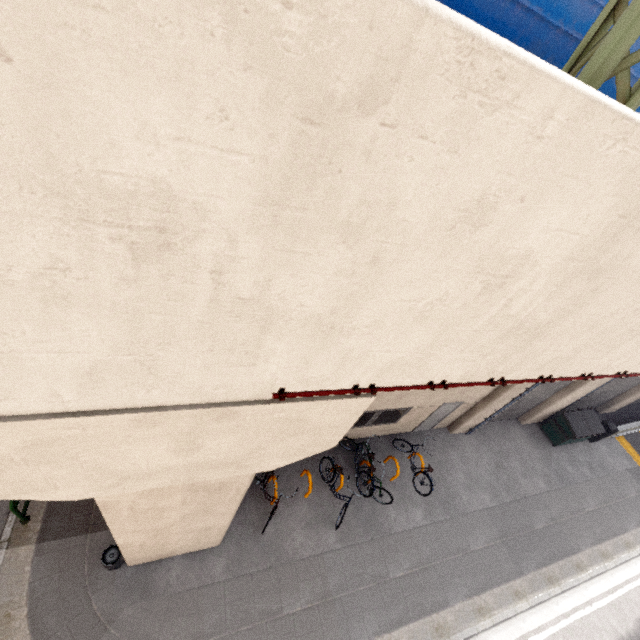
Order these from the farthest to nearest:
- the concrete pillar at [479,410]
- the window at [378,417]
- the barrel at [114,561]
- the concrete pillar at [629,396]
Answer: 1. the concrete pillar at [629,396]
2. the concrete pillar at [479,410]
3. the window at [378,417]
4. the barrel at [114,561]

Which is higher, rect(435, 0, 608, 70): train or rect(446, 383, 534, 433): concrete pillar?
rect(435, 0, 608, 70): train

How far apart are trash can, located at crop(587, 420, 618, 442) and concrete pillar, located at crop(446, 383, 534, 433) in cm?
642

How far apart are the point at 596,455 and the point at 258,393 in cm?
1826

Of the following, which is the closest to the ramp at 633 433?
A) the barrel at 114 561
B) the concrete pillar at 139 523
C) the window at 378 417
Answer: the window at 378 417

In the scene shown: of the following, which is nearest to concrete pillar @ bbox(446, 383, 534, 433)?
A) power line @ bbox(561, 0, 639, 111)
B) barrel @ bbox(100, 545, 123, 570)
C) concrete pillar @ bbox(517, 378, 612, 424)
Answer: concrete pillar @ bbox(517, 378, 612, 424)

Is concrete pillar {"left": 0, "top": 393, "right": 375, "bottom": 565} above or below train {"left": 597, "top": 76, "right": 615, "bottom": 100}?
below

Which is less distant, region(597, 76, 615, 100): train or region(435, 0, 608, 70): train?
region(435, 0, 608, 70): train
